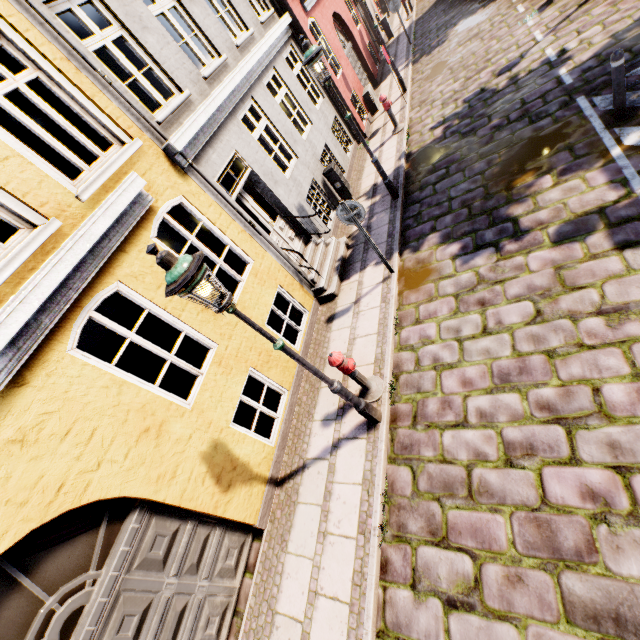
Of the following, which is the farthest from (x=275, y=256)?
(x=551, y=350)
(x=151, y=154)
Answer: (x=551, y=350)

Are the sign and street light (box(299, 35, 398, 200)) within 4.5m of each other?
yes

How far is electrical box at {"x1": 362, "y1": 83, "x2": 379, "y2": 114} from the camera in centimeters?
1273cm

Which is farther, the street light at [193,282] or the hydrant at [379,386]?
the hydrant at [379,386]

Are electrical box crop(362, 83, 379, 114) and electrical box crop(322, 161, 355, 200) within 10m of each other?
yes

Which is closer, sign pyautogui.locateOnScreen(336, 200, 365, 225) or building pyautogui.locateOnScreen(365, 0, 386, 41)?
sign pyautogui.locateOnScreen(336, 200, 365, 225)

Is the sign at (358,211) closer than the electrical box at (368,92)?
Yes

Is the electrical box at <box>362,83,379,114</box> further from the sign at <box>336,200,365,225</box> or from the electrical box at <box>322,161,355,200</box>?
the sign at <box>336,200,365,225</box>
